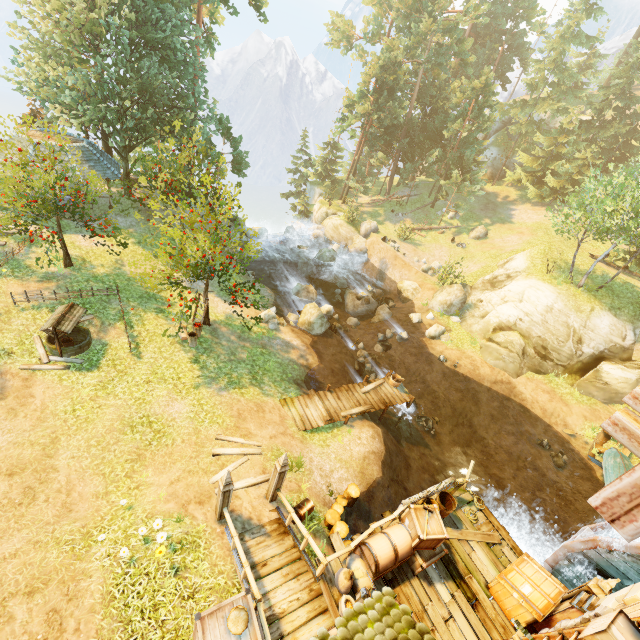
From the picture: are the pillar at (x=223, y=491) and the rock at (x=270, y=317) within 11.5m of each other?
yes

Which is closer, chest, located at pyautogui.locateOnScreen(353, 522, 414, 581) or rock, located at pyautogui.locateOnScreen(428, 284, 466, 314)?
chest, located at pyautogui.locateOnScreen(353, 522, 414, 581)

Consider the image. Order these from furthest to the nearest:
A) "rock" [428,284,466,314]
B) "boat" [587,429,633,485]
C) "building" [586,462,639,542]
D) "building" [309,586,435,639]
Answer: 1. "rock" [428,284,466,314]
2. "boat" [587,429,633,485]
3. "building" [309,586,435,639]
4. "building" [586,462,639,542]

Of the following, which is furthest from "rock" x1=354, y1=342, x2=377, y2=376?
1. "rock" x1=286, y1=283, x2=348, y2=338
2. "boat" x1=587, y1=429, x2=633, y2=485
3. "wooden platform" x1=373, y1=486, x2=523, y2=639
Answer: "boat" x1=587, y1=429, x2=633, y2=485

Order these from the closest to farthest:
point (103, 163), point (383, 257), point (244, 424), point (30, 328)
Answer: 1. point (244, 424)
2. point (30, 328)
3. point (103, 163)
4. point (383, 257)

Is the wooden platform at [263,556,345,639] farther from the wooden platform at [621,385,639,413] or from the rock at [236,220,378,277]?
the rock at [236,220,378,277]

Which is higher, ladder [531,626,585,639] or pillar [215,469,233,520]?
ladder [531,626,585,639]

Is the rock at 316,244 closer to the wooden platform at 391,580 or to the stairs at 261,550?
the wooden platform at 391,580
